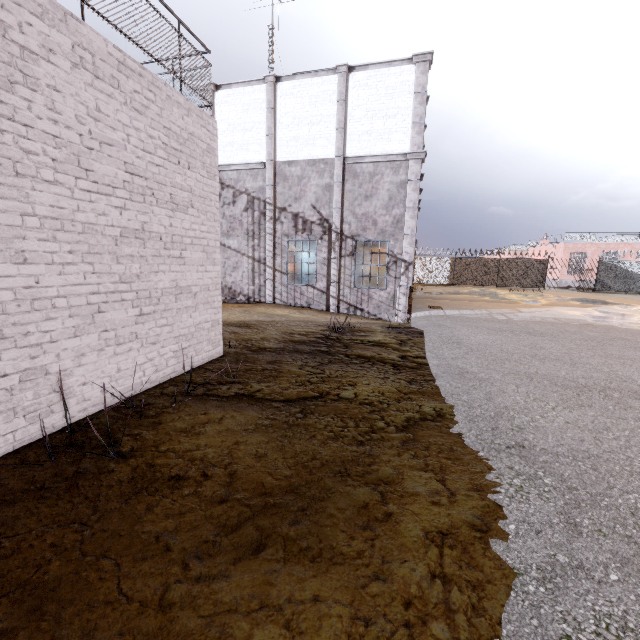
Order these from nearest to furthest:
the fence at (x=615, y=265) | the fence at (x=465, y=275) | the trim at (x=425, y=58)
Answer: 1. the trim at (x=425, y=58)
2. the fence at (x=615, y=265)
3. the fence at (x=465, y=275)

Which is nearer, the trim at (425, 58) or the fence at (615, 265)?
the trim at (425, 58)

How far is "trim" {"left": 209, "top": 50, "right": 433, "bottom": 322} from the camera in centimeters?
1173cm

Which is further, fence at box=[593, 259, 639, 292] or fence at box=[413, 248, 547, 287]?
fence at box=[413, 248, 547, 287]

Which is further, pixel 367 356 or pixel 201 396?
pixel 367 356

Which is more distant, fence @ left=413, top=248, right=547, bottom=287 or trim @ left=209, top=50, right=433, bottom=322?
fence @ left=413, top=248, right=547, bottom=287

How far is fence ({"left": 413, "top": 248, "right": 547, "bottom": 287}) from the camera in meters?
30.2

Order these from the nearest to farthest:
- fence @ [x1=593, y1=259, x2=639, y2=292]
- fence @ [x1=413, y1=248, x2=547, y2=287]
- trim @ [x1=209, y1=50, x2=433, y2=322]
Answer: trim @ [x1=209, y1=50, x2=433, y2=322] < fence @ [x1=593, y1=259, x2=639, y2=292] < fence @ [x1=413, y1=248, x2=547, y2=287]
